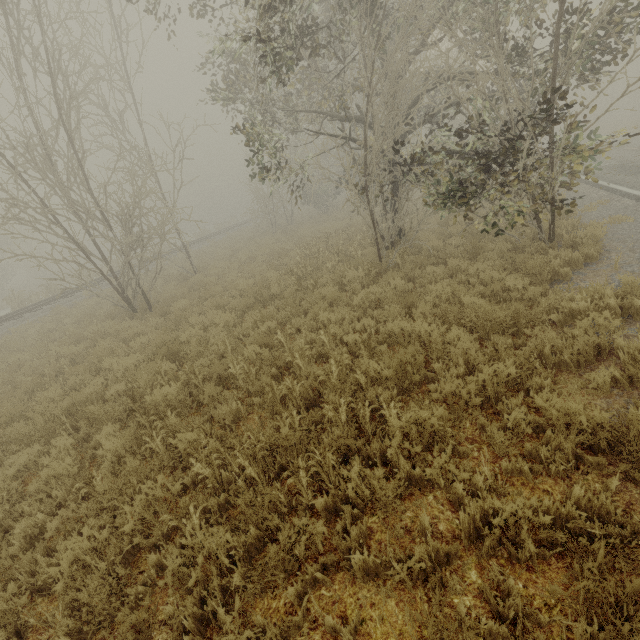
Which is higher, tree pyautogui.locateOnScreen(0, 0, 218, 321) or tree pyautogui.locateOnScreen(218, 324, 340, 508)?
tree pyautogui.locateOnScreen(0, 0, 218, 321)

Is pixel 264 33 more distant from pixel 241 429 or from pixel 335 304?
pixel 241 429

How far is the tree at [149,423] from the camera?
4.5m

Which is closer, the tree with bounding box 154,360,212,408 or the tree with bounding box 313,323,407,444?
the tree with bounding box 313,323,407,444
